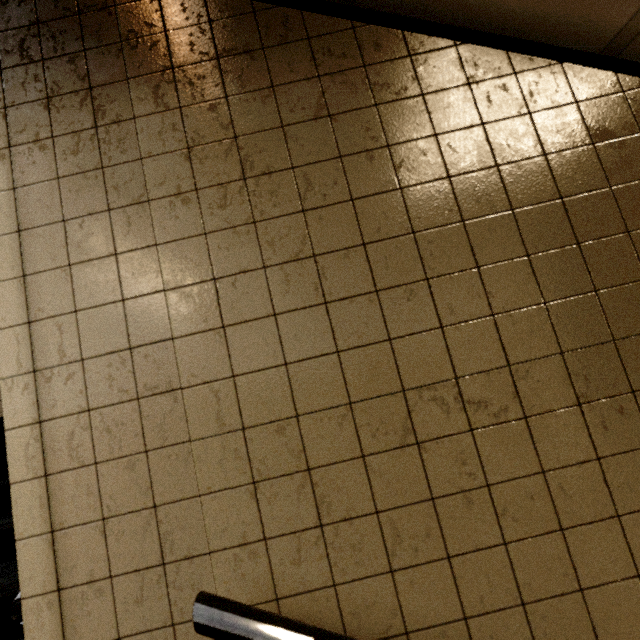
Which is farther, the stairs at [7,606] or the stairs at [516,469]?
the stairs at [7,606]

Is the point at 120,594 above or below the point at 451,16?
below

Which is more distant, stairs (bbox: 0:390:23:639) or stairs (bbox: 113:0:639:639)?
stairs (bbox: 0:390:23:639)
